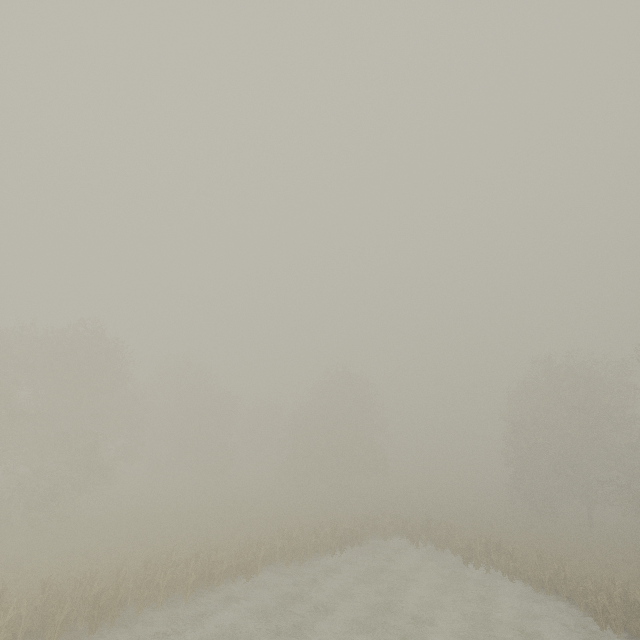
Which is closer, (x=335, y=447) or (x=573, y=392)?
(x=573, y=392)
